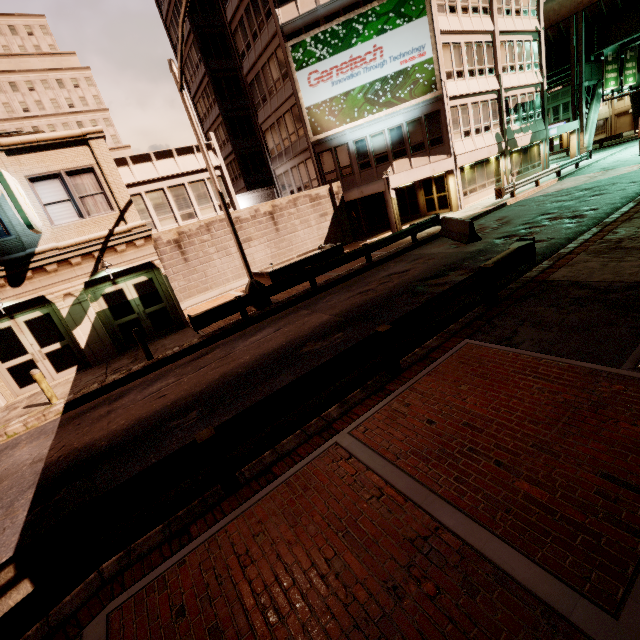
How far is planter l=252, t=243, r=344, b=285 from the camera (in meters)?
16.80

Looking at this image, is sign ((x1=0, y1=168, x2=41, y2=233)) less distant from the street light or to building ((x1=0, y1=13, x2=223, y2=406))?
building ((x1=0, y1=13, x2=223, y2=406))

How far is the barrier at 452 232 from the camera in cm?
1449

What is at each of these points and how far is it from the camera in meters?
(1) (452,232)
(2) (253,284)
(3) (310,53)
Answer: (1) barrier, 16.5 m
(2) street light, 13.6 m
(3) sign, 21.7 m

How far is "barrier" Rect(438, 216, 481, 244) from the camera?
14.5m

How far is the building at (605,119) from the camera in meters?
51.3

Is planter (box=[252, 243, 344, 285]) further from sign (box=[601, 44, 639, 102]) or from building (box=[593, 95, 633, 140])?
building (box=[593, 95, 633, 140])

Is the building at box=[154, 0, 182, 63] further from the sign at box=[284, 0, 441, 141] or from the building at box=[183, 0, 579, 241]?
the sign at box=[284, 0, 441, 141]
